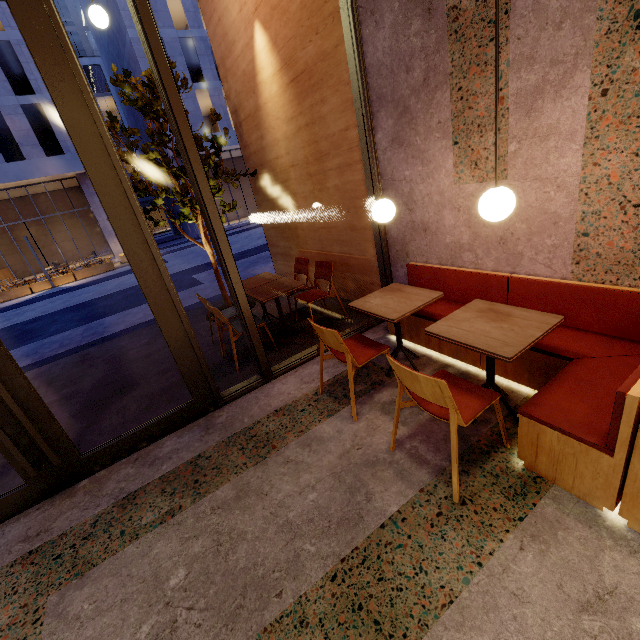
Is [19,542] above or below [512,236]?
below

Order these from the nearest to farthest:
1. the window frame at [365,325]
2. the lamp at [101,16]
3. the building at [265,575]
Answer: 1. the building at [265,575]
2. the lamp at [101,16]
3. the window frame at [365,325]

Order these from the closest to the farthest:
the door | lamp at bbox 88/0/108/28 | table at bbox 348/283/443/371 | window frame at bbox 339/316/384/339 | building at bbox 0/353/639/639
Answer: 1. building at bbox 0/353/639/639
2. the door
3. table at bbox 348/283/443/371
4. lamp at bbox 88/0/108/28
5. window frame at bbox 339/316/384/339

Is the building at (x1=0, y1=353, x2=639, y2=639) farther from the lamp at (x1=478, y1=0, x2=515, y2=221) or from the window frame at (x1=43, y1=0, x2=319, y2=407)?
the lamp at (x1=478, y1=0, x2=515, y2=221)

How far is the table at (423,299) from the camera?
2.8 meters

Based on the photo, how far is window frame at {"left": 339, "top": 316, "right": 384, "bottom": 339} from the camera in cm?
413

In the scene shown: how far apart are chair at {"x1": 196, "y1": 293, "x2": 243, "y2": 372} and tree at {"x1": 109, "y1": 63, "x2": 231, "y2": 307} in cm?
188

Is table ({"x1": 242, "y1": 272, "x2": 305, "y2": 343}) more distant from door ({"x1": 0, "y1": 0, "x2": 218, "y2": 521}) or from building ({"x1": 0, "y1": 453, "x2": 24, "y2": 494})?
door ({"x1": 0, "y1": 0, "x2": 218, "y2": 521})
